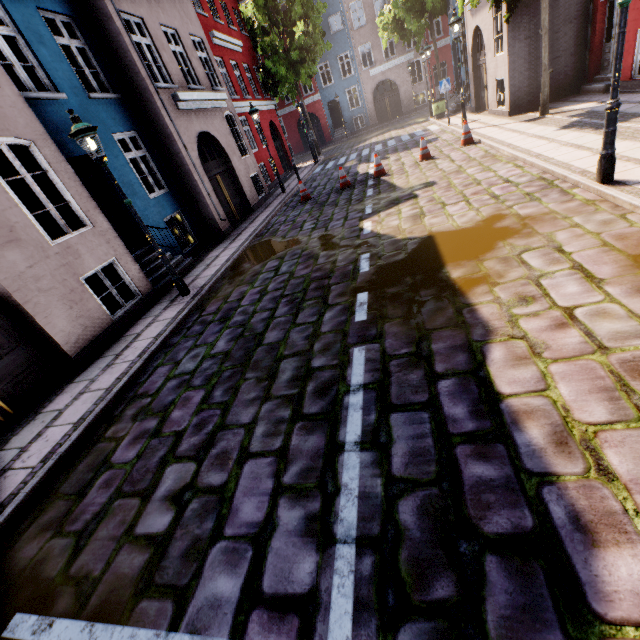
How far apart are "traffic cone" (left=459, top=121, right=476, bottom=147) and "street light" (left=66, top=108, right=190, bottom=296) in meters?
10.3

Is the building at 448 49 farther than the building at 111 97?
Yes

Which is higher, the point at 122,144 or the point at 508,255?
the point at 122,144

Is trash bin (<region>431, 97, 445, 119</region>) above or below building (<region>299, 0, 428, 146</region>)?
below

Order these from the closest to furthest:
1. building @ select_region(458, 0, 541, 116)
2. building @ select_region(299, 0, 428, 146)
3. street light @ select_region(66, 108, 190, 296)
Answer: street light @ select_region(66, 108, 190, 296) → building @ select_region(458, 0, 541, 116) → building @ select_region(299, 0, 428, 146)

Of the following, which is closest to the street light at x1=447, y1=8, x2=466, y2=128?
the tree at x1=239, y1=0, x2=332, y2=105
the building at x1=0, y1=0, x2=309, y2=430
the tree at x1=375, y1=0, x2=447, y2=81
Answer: the building at x1=0, y1=0, x2=309, y2=430

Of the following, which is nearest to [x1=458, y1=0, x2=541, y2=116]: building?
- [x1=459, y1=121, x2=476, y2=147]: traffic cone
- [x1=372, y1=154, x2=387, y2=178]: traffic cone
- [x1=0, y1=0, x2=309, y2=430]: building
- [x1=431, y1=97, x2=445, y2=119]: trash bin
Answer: [x1=431, y1=97, x2=445, y2=119]: trash bin

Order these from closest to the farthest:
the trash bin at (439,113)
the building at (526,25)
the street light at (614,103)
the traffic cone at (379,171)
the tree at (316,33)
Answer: the street light at (614,103) < the building at (526,25) < the traffic cone at (379,171) < the trash bin at (439,113) < the tree at (316,33)
